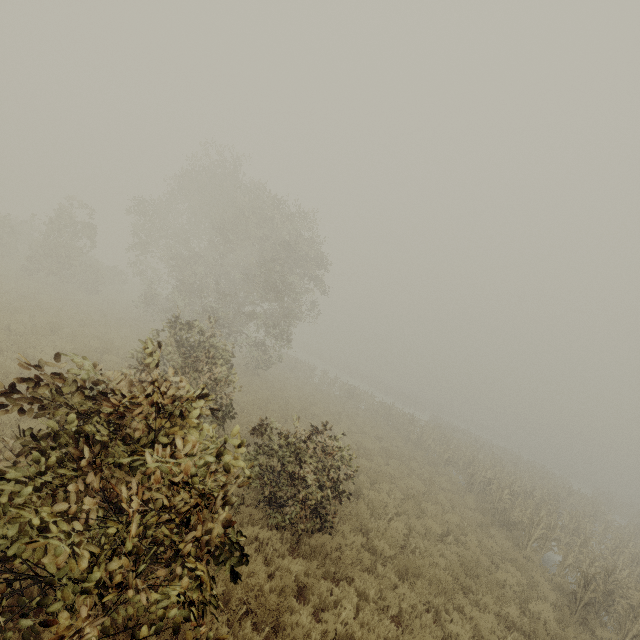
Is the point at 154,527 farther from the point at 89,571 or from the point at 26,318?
the point at 26,318
